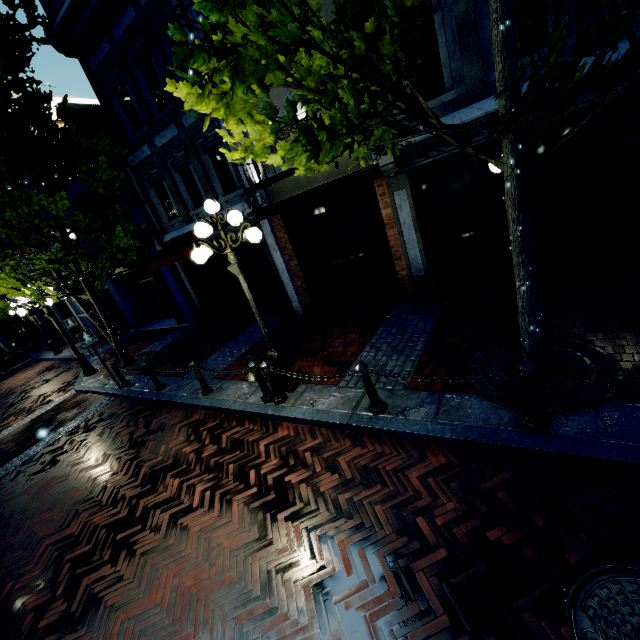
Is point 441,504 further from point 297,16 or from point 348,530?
point 297,16

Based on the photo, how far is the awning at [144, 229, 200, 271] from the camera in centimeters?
965cm

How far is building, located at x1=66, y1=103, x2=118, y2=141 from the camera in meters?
10.5 m

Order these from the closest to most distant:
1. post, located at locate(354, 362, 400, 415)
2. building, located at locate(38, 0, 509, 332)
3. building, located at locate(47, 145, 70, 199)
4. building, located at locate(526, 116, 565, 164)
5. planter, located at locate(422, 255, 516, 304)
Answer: post, located at locate(354, 362, 400, 415) < building, located at locate(526, 116, 565, 164) < planter, located at locate(422, 255, 516, 304) < building, located at locate(38, 0, 509, 332) < building, located at locate(47, 145, 70, 199)

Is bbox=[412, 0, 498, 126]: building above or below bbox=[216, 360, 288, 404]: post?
above

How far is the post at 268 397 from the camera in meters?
→ 5.8 m

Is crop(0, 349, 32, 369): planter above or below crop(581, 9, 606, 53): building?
below

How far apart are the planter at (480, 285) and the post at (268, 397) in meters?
4.0 m
